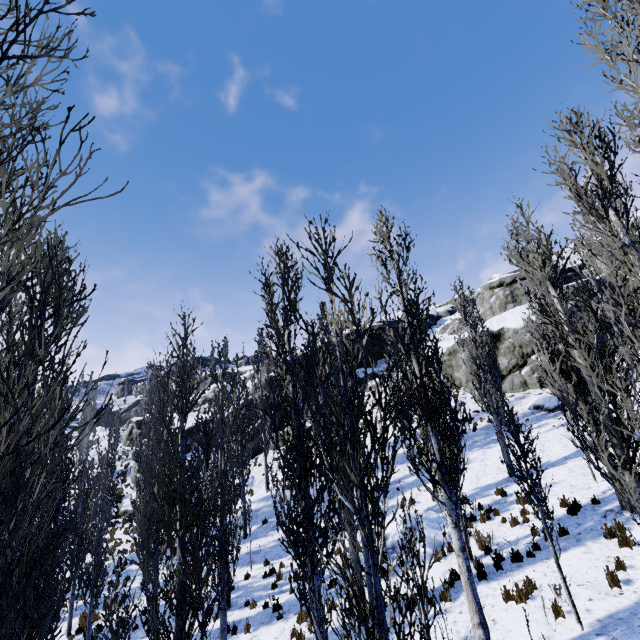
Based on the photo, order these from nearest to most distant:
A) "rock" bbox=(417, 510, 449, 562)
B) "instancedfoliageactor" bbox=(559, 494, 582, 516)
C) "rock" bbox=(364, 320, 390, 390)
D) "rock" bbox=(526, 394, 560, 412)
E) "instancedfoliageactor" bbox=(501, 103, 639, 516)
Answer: "instancedfoliageactor" bbox=(501, 103, 639, 516) → "instancedfoliageactor" bbox=(559, 494, 582, 516) → "rock" bbox=(417, 510, 449, 562) → "rock" bbox=(526, 394, 560, 412) → "rock" bbox=(364, 320, 390, 390)

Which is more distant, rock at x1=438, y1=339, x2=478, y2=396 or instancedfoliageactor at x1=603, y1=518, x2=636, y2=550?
rock at x1=438, y1=339, x2=478, y2=396

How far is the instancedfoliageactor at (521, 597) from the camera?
7.9m

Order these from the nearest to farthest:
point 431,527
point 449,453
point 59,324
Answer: point 59,324, point 449,453, point 431,527

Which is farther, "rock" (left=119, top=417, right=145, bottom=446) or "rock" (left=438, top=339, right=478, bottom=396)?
"rock" (left=119, top=417, right=145, bottom=446)

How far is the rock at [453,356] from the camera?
27.20m

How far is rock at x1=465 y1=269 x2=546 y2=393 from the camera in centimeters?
2456cm
